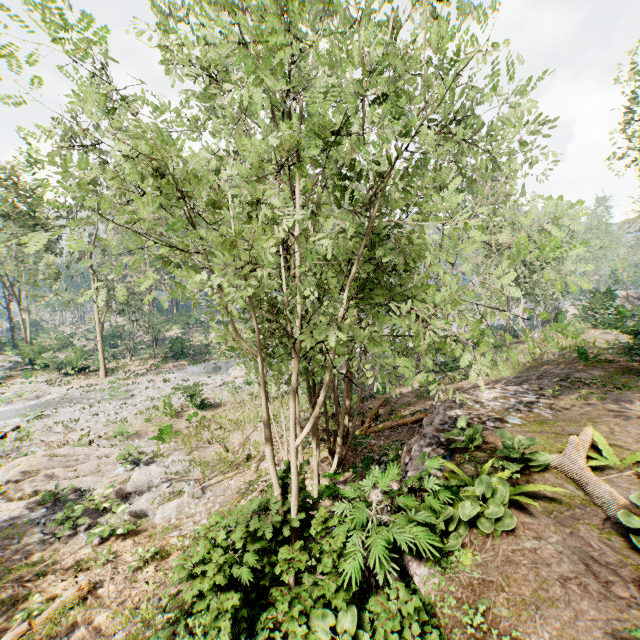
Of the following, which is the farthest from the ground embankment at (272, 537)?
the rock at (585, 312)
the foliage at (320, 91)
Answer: the rock at (585, 312)

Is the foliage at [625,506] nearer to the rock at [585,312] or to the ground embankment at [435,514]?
the ground embankment at [435,514]

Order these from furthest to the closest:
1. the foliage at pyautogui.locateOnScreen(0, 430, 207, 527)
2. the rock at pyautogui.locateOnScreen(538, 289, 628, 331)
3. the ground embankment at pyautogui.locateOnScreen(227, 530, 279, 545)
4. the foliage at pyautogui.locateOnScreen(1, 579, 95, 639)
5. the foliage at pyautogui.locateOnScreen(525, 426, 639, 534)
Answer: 1. the rock at pyautogui.locateOnScreen(538, 289, 628, 331)
2. the foliage at pyautogui.locateOnScreen(0, 430, 207, 527)
3. the foliage at pyautogui.locateOnScreen(1, 579, 95, 639)
4. the ground embankment at pyautogui.locateOnScreen(227, 530, 279, 545)
5. the foliage at pyautogui.locateOnScreen(525, 426, 639, 534)

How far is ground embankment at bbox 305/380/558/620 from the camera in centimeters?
406cm

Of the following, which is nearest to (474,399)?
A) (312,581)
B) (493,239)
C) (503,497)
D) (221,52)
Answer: (503,497)

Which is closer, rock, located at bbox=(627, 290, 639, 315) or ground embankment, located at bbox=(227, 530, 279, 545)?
ground embankment, located at bbox=(227, 530, 279, 545)

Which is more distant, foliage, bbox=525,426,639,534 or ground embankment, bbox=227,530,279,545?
ground embankment, bbox=227,530,279,545
